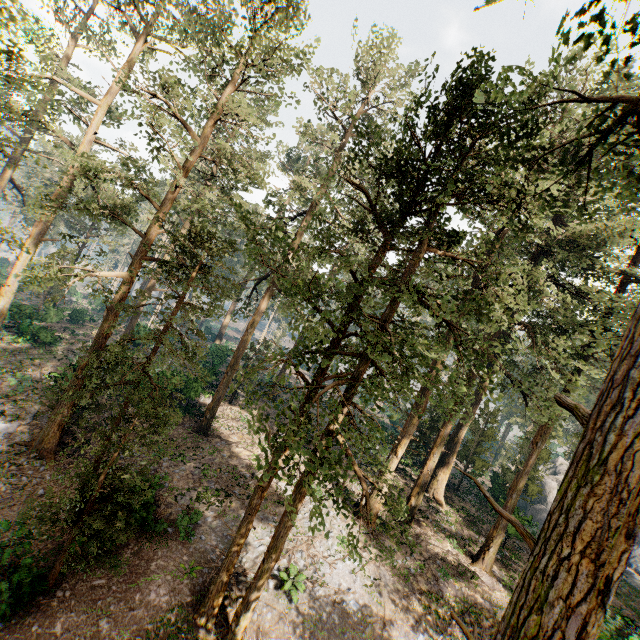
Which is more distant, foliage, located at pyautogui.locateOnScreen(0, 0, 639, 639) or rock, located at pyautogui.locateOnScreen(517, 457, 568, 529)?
rock, located at pyautogui.locateOnScreen(517, 457, 568, 529)

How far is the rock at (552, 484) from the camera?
35.9m

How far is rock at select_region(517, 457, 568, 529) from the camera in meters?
35.9

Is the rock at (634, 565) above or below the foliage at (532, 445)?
below

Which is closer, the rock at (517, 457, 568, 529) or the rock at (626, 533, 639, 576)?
the rock at (626, 533, 639, 576)

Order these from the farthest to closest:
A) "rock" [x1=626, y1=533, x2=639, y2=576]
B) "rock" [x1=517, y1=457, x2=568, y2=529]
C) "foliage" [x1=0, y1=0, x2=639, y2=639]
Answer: "rock" [x1=517, y1=457, x2=568, y2=529] → "rock" [x1=626, y1=533, x2=639, y2=576] → "foliage" [x1=0, y1=0, x2=639, y2=639]

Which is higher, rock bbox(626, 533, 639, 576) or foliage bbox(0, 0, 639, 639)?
foliage bbox(0, 0, 639, 639)

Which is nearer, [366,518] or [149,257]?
[366,518]
